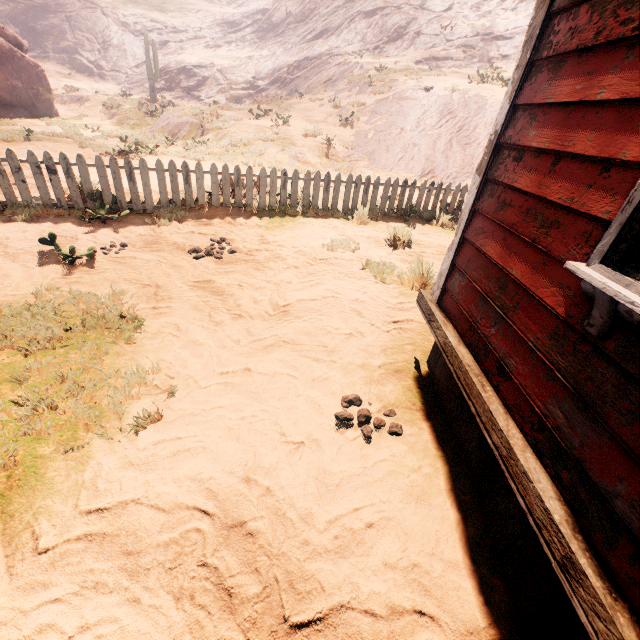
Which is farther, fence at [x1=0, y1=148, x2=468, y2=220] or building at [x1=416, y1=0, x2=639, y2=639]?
fence at [x1=0, y1=148, x2=468, y2=220]

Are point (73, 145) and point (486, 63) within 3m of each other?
no

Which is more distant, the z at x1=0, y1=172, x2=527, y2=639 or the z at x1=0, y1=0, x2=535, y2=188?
the z at x1=0, y1=0, x2=535, y2=188

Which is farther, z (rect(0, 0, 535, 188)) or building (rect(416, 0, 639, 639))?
z (rect(0, 0, 535, 188))

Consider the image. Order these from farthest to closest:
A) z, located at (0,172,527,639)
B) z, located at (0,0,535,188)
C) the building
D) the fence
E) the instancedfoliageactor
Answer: the instancedfoliageactor
z, located at (0,0,535,188)
the fence
z, located at (0,172,527,639)
the building

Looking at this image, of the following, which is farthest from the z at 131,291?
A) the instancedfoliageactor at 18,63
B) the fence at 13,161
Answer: the instancedfoliageactor at 18,63

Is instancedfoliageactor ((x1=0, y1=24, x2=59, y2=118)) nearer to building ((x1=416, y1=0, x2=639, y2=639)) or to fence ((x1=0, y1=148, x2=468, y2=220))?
fence ((x1=0, y1=148, x2=468, y2=220))

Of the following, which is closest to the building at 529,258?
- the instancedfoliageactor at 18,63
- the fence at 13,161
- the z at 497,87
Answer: the z at 497,87
